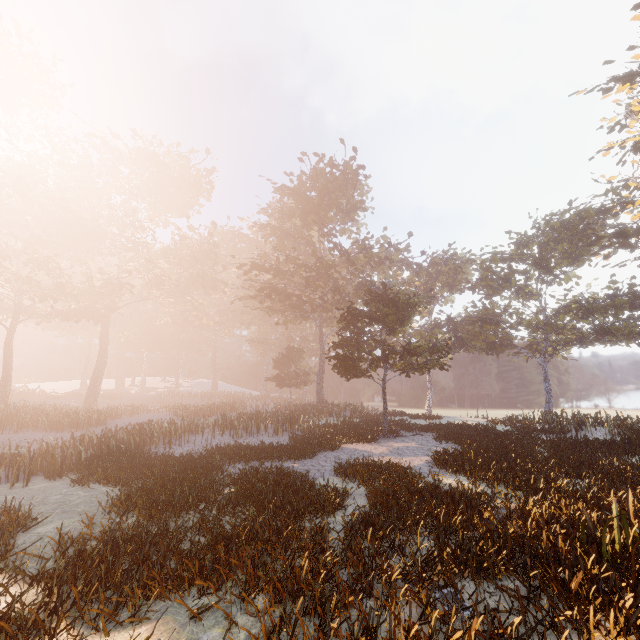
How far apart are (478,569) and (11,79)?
52.3m
